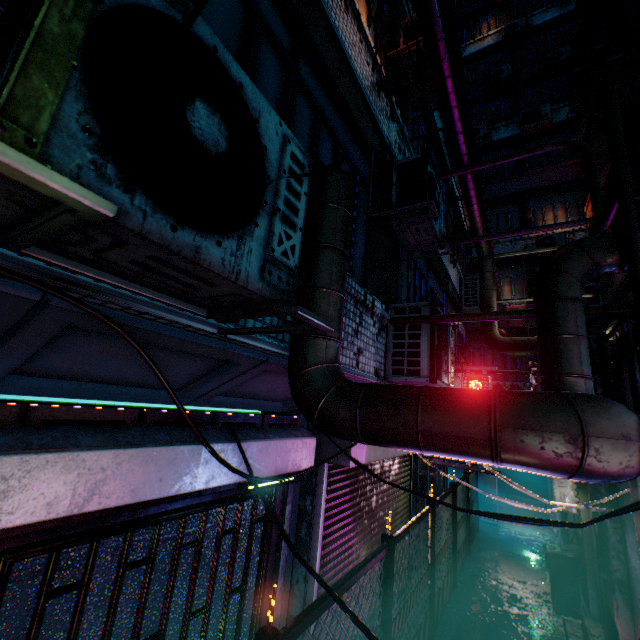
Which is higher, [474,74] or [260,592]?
[474,74]

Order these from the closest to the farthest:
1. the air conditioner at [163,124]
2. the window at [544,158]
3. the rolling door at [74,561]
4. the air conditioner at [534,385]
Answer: the air conditioner at [163,124]
the rolling door at [74,561]
the air conditioner at [534,385]
the window at [544,158]

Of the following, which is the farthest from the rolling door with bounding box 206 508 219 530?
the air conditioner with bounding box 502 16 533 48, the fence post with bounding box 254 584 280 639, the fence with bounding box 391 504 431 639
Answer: the air conditioner with bounding box 502 16 533 48

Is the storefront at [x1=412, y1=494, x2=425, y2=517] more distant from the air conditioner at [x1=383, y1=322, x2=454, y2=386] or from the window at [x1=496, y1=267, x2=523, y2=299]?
the window at [x1=496, y1=267, x2=523, y2=299]

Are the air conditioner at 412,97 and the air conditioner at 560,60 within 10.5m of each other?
no

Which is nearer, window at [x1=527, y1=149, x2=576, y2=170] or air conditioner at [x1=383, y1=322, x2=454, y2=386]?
air conditioner at [x1=383, y1=322, x2=454, y2=386]

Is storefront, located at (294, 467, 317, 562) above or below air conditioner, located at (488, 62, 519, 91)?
below

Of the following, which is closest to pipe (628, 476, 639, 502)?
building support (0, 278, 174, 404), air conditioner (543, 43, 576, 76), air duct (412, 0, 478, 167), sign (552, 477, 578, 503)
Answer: building support (0, 278, 174, 404)
